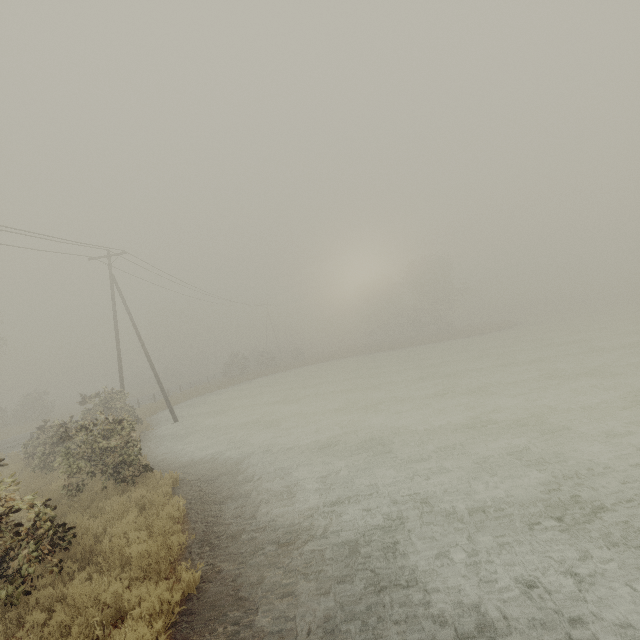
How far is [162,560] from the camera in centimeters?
562cm
